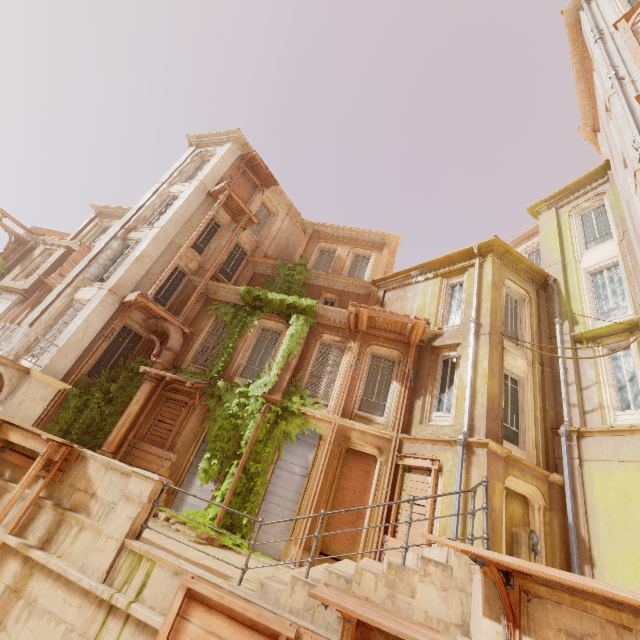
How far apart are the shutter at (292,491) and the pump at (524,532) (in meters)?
6.14

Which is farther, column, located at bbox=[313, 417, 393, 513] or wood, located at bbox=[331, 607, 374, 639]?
column, located at bbox=[313, 417, 393, 513]

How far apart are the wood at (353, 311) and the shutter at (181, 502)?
5.8m

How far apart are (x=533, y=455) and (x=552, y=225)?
11.40m

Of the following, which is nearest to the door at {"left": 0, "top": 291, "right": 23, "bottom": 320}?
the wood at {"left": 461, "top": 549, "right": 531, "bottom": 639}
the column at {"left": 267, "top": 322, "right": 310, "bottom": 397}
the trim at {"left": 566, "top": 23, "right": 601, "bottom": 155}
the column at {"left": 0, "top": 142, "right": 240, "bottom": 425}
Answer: the column at {"left": 0, "top": 142, "right": 240, "bottom": 425}

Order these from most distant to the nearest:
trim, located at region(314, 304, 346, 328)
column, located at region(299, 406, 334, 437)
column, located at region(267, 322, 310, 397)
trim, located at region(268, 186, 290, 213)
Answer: trim, located at region(268, 186, 290, 213) → trim, located at region(314, 304, 346, 328) → column, located at region(267, 322, 310, 397) → column, located at region(299, 406, 334, 437)

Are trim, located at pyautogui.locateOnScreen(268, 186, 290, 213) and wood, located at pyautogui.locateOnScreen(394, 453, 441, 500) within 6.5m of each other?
no

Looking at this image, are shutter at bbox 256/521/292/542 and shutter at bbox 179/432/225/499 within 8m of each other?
yes
